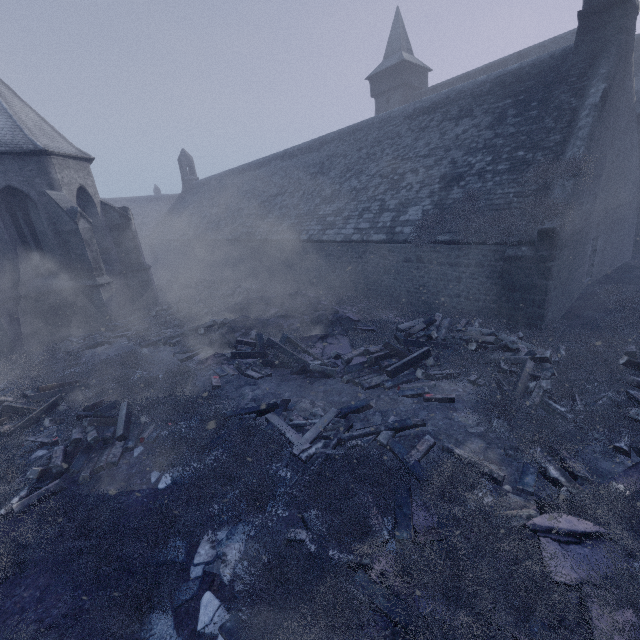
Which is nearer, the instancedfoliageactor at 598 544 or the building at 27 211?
the instancedfoliageactor at 598 544

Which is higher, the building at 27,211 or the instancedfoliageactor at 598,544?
the building at 27,211

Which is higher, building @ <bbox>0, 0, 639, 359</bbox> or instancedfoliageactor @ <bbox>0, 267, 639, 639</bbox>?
building @ <bbox>0, 0, 639, 359</bbox>

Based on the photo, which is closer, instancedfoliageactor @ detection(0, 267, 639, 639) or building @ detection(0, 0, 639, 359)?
instancedfoliageactor @ detection(0, 267, 639, 639)

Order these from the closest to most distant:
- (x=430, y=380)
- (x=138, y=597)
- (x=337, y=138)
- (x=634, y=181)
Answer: (x=138, y=597) < (x=430, y=380) < (x=634, y=181) < (x=337, y=138)
